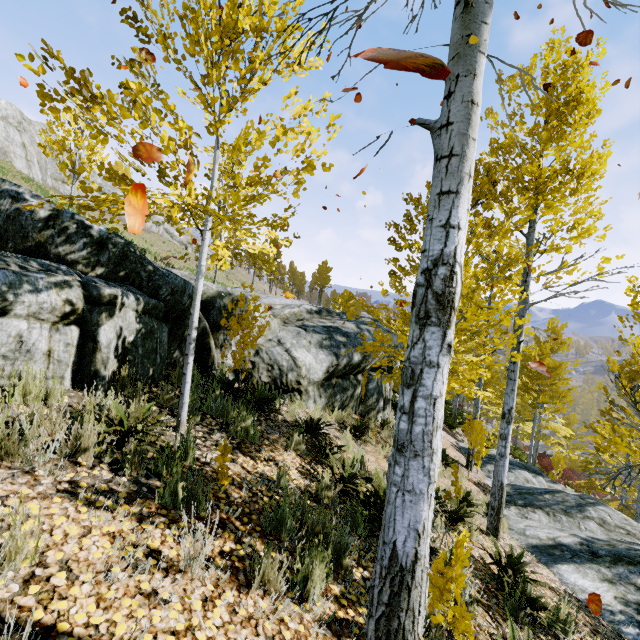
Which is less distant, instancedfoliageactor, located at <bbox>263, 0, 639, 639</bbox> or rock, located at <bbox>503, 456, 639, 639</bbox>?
instancedfoliageactor, located at <bbox>263, 0, 639, 639</bbox>

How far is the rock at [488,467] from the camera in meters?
12.7 m

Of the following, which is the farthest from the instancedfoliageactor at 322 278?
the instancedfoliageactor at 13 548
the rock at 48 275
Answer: the instancedfoliageactor at 13 548

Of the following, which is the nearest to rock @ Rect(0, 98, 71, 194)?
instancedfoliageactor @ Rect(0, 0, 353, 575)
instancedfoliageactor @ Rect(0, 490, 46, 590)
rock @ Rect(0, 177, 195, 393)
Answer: instancedfoliageactor @ Rect(0, 0, 353, 575)

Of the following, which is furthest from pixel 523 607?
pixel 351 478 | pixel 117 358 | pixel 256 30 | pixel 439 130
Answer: pixel 256 30

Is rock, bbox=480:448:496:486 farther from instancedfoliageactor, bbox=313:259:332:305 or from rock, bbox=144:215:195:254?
rock, bbox=144:215:195:254

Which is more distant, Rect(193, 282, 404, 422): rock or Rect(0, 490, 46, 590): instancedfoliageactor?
Rect(193, 282, 404, 422): rock
